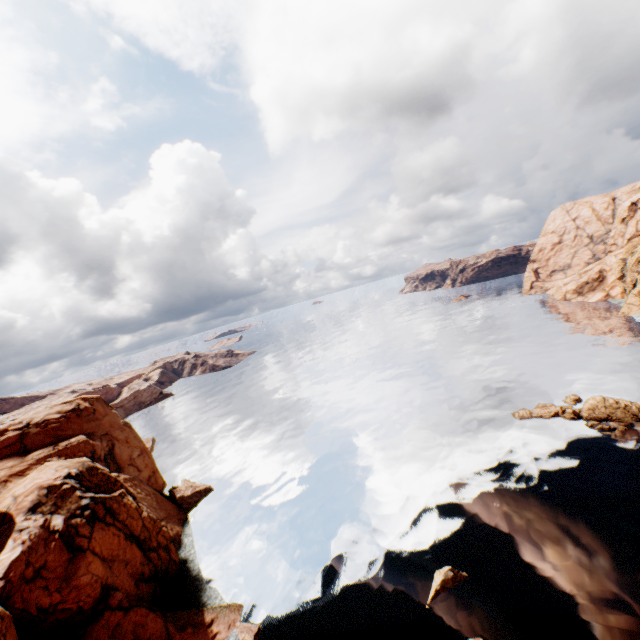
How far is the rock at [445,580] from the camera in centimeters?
2534cm

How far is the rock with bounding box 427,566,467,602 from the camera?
25.3m

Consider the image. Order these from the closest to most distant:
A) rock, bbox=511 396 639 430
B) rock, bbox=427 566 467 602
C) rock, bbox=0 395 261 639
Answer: rock, bbox=0 395 261 639
rock, bbox=427 566 467 602
rock, bbox=511 396 639 430

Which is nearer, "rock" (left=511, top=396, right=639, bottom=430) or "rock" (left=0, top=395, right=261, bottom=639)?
"rock" (left=0, top=395, right=261, bottom=639)

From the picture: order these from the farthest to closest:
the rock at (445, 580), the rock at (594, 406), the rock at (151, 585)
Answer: the rock at (594, 406) → the rock at (445, 580) → the rock at (151, 585)

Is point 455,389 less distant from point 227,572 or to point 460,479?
point 460,479

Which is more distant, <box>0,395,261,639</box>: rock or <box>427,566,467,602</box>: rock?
<box>427,566,467,602</box>: rock
